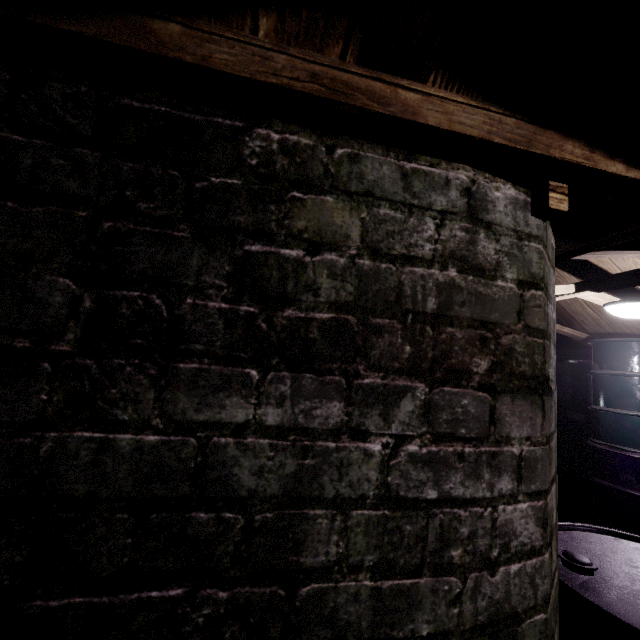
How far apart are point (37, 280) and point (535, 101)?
0.8 meters

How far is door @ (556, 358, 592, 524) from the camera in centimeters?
378cm

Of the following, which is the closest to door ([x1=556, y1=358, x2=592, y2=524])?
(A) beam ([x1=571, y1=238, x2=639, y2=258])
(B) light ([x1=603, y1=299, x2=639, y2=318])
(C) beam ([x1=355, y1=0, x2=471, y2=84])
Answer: (A) beam ([x1=571, y1=238, x2=639, y2=258])

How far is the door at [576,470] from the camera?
3.8 meters

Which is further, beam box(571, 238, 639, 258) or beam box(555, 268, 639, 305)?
beam box(555, 268, 639, 305)

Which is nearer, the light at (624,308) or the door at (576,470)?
the light at (624,308)

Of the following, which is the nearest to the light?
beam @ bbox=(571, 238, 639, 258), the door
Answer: beam @ bbox=(571, 238, 639, 258)
